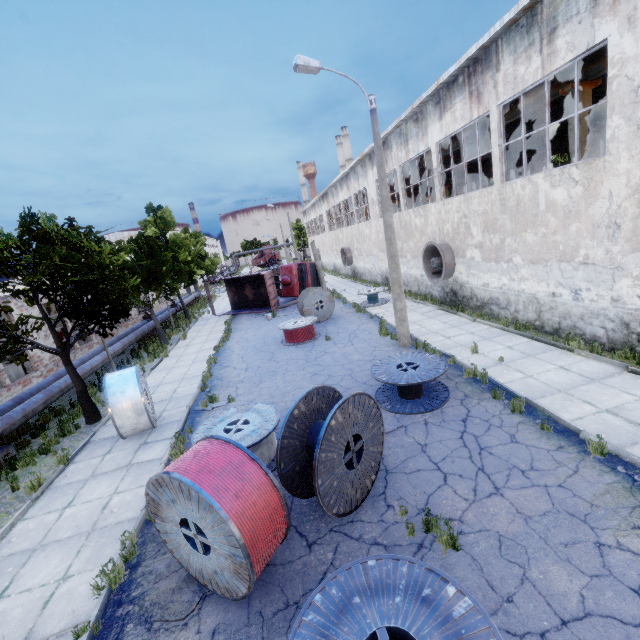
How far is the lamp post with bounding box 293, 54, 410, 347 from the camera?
10.2 meters

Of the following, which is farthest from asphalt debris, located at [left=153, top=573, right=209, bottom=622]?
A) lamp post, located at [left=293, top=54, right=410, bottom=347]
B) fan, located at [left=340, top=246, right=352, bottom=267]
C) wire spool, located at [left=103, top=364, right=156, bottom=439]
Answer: fan, located at [left=340, top=246, right=352, bottom=267]

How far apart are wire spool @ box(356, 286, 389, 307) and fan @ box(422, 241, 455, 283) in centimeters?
364cm

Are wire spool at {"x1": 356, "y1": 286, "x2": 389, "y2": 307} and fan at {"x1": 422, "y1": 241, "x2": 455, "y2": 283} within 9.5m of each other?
yes

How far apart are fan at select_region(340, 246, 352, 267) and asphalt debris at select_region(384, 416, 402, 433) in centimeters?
2613cm

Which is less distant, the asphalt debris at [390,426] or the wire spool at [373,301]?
the asphalt debris at [390,426]

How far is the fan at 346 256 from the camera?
32.9 meters

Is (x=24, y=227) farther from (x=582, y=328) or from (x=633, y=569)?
(x=582, y=328)
